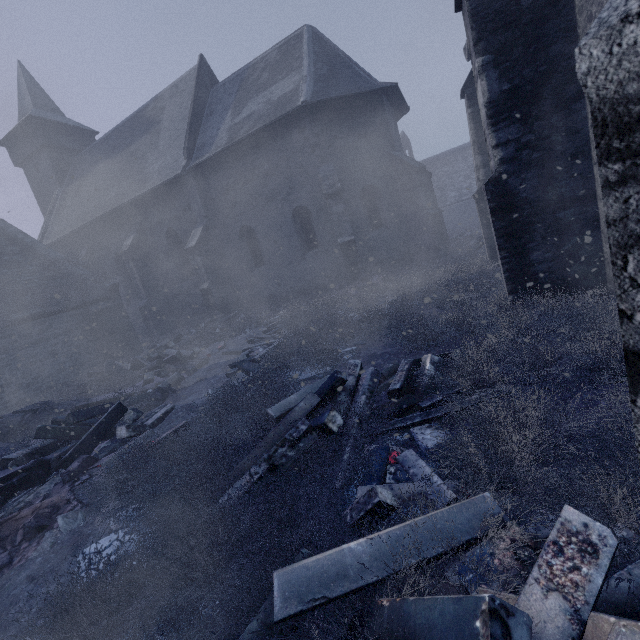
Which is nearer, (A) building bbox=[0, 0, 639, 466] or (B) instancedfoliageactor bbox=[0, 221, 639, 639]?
(B) instancedfoliageactor bbox=[0, 221, 639, 639]

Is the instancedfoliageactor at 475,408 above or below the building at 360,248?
below

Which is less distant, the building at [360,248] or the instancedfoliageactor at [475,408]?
the instancedfoliageactor at [475,408]

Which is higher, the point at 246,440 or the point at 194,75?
the point at 194,75

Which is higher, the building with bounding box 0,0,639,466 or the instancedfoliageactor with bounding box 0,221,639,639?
the building with bounding box 0,0,639,466
